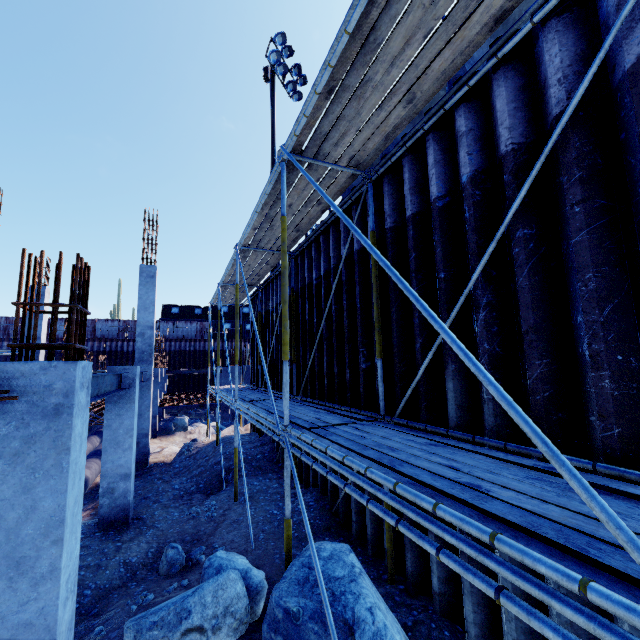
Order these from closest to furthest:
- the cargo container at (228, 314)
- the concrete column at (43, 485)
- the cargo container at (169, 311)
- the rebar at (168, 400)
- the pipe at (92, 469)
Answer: the concrete column at (43, 485), the pipe at (92, 469), the rebar at (168, 400), the cargo container at (169, 311), the cargo container at (228, 314)

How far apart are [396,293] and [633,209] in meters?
2.7

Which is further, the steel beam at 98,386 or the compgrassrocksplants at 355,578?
the steel beam at 98,386

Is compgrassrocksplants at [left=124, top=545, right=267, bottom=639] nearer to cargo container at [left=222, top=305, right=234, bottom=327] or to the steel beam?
the steel beam

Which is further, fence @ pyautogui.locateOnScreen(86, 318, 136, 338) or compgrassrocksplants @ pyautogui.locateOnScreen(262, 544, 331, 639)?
fence @ pyautogui.locateOnScreen(86, 318, 136, 338)

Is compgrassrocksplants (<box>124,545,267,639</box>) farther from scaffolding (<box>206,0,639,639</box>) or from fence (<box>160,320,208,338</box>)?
fence (<box>160,320,208,338</box>)

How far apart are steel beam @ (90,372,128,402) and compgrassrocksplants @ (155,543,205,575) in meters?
2.8 m

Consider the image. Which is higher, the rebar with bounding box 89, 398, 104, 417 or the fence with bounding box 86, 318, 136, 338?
the fence with bounding box 86, 318, 136, 338
